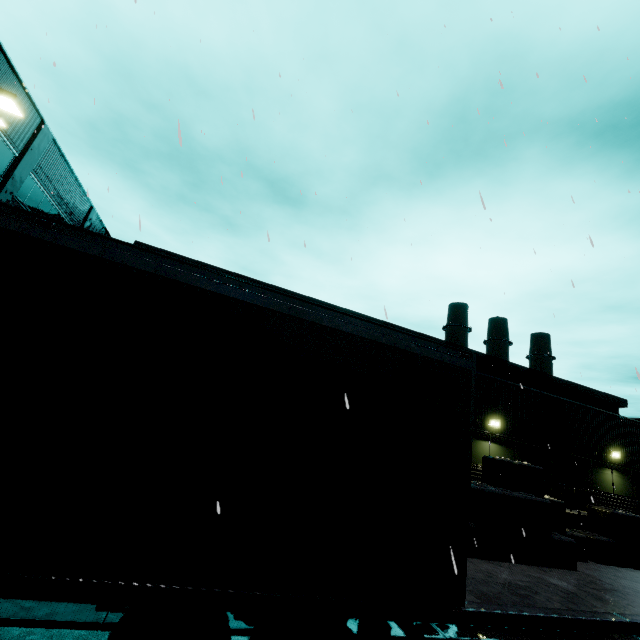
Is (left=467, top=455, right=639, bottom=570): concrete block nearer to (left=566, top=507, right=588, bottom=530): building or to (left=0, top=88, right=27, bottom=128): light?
(left=566, top=507, right=588, bottom=530): building

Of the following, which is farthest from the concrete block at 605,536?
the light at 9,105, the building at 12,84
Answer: the light at 9,105

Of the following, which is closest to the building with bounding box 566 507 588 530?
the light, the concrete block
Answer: the concrete block

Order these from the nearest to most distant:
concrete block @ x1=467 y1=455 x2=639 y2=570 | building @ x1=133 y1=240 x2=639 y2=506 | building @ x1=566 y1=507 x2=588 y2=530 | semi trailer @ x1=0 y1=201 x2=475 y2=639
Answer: semi trailer @ x1=0 y1=201 x2=475 y2=639, concrete block @ x1=467 y1=455 x2=639 y2=570, building @ x1=566 y1=507 x2=588 y2=530, building @ x1=133 y1=240 x2=639 y2=506

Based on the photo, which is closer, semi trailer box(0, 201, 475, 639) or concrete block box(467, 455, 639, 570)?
semi trailer box(0, 201, 475, 639)

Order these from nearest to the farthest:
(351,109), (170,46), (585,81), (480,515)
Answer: (585,81) → (351,109) → (480,515) → (170,46)

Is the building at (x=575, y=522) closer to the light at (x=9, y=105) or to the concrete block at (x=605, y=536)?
the concrete block at (x=605, y=536)
